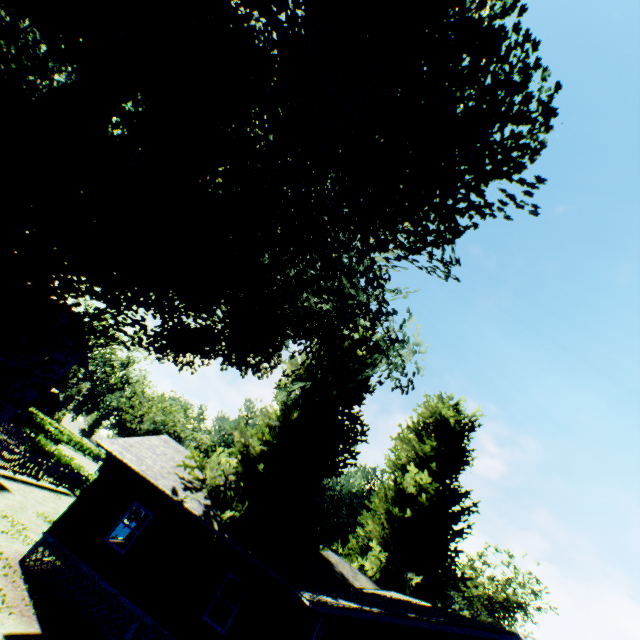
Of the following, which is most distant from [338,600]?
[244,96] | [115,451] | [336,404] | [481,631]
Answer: [244,96]

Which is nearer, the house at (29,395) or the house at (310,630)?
the house at (310,630)

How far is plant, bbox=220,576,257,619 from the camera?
12.3 meters

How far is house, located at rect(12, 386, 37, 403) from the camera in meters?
24.1

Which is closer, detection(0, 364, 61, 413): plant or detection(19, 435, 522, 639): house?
detection(0, 364, 61, 413): plant

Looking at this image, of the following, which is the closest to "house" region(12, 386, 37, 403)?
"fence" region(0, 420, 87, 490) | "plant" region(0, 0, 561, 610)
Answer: "plant" region(0, 0, 561, 610)

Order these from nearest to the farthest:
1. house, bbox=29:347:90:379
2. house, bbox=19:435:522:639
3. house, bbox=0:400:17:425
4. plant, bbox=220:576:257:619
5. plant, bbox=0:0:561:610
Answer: plant, bbox=0:0:561:610, house, bbox=19:435:522:639, plant, bbox=220:576:257:619, house, bbox=0:400:17:425, house, bbox=29:347:90:379
